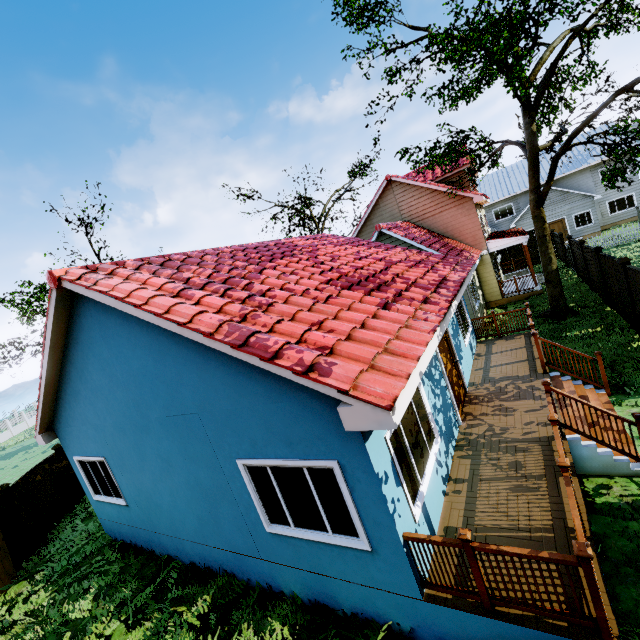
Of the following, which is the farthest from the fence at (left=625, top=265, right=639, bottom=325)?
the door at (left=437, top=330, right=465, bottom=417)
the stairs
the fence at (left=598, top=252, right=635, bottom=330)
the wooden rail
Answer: the door at (left=437, top=330, right=465, bottom=417)

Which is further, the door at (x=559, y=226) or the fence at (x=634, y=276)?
the door at (x=559, y=226)

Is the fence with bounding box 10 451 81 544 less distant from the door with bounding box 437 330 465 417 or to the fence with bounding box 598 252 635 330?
the fence with bounding box 598 252 635 330

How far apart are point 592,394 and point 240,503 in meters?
8.4

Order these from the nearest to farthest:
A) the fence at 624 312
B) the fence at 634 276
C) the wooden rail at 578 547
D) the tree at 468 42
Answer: the wooden rail at 578 547 → the fence at 634 276 → the tree at 468 42 → the fence at 624 312

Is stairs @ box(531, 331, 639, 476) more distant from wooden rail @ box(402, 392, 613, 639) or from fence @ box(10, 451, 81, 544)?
fence @ box(10, 451, 81, 544)

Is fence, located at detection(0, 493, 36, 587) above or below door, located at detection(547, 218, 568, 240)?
below

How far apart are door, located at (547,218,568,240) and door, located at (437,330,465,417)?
29.5m
